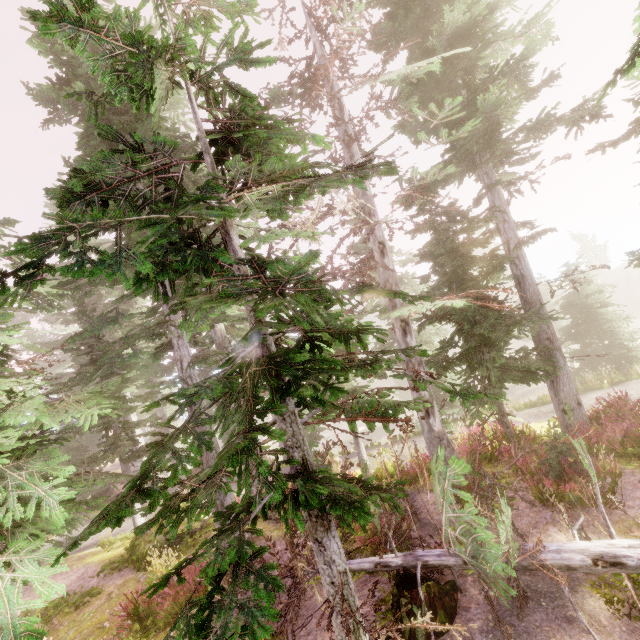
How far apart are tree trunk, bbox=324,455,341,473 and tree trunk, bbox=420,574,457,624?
7.6m

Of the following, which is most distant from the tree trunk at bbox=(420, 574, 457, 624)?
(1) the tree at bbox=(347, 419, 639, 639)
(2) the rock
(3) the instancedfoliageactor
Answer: (2) the rock

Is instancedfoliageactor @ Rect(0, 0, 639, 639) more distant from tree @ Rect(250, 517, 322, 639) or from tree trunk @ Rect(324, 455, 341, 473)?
tree trunk @ Rect(324, 455, 341, 473)

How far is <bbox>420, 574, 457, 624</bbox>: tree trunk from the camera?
5.4m

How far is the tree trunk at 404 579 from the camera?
5.5 meters

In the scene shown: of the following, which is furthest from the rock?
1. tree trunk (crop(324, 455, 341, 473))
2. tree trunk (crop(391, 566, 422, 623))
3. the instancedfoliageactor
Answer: tree trunk (crop(391, 566, 422, 623))

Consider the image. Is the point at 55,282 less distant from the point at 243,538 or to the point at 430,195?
the point at 243,538
